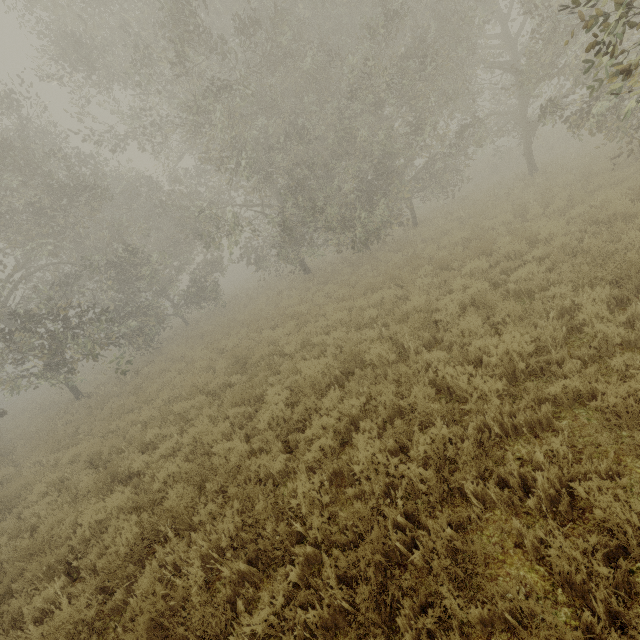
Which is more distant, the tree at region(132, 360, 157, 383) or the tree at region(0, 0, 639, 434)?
the tree at region(132, 360, 157, 383)

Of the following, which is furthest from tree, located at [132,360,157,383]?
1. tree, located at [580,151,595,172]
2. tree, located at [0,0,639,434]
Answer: tree, located at [580,151,595,172]

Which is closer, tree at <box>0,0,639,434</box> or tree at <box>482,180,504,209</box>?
tree at <box>0,0,639,434</box>

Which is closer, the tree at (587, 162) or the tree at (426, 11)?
the tree at (426, 11)

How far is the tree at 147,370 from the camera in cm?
1412

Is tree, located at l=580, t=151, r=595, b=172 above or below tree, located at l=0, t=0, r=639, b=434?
below

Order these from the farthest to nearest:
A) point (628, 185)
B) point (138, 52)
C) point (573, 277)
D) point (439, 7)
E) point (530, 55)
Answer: point (439, 7)
point (138, 52)
point (530, 55)
point (628, 185)
point (573, 277)
